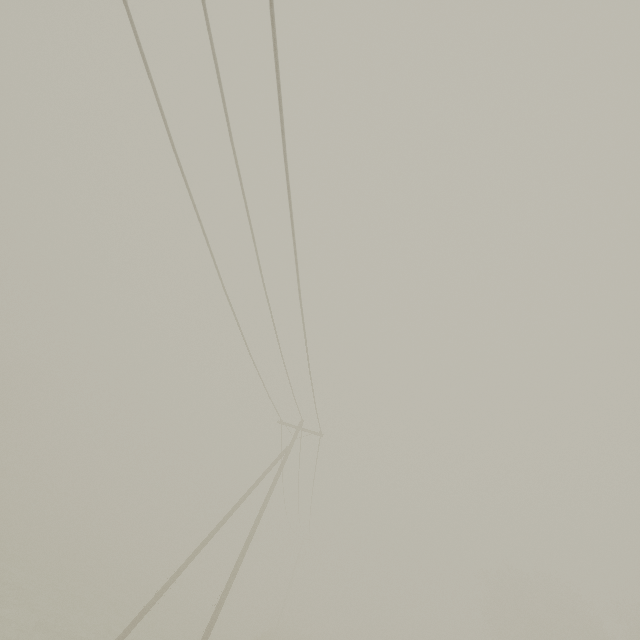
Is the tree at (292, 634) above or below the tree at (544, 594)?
below

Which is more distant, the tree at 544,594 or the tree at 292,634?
the tree at 292,634

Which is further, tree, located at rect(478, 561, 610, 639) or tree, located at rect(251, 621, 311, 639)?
tree, located at rect(251, 621, 311, 639)

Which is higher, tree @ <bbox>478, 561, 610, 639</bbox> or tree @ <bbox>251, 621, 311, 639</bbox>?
tree @ <bbox>478, 561, 610, 639</bbox>

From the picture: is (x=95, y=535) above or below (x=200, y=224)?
below
